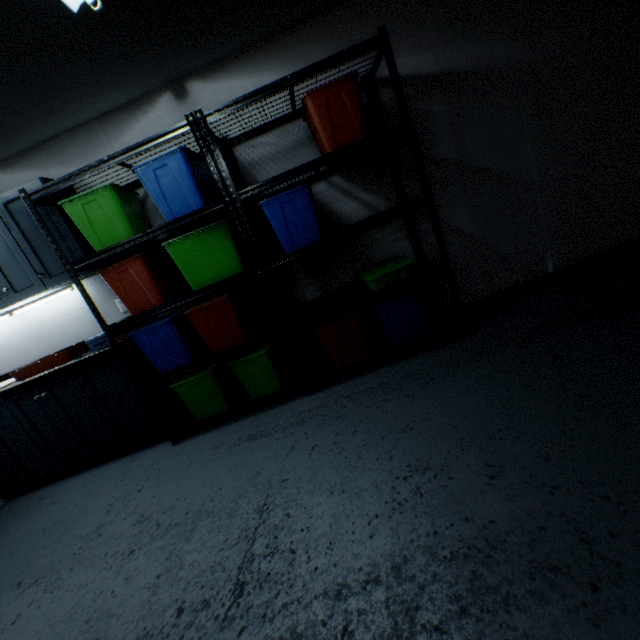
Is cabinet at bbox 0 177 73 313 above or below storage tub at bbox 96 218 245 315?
above

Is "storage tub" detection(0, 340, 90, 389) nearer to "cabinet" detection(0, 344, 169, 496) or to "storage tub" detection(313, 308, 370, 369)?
"cabinet" detection(0, 344, 169, 496)

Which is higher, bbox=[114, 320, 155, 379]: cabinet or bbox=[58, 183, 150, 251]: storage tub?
bbox=[58, 183, 150, 251]: storage tub

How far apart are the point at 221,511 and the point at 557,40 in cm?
387

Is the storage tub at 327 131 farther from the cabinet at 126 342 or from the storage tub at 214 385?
the cabinet at 126 342

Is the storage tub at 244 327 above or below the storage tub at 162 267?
below

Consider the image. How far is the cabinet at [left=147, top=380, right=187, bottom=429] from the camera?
2.56m

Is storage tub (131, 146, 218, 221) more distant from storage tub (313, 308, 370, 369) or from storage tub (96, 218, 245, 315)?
storage tub (313, 308, 370, 369)
